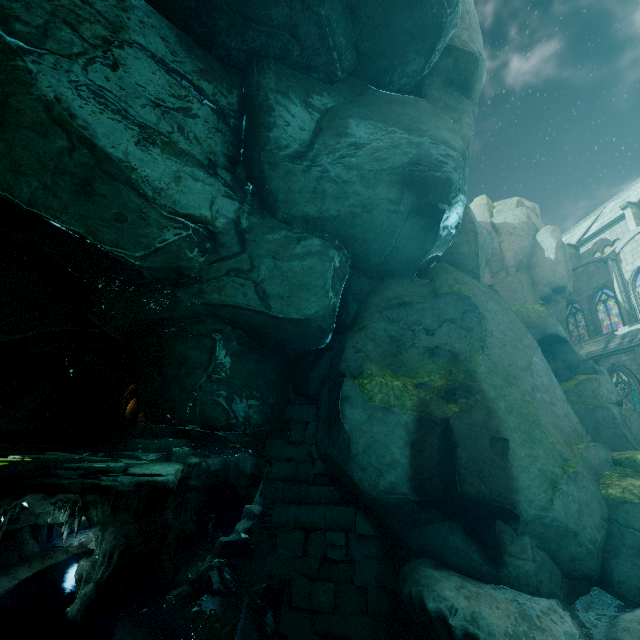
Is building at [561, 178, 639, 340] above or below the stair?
above

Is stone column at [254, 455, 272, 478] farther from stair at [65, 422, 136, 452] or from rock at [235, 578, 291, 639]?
stair at [65, 422, 136, 452]

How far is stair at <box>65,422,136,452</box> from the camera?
24.65m

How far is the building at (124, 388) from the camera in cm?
2920

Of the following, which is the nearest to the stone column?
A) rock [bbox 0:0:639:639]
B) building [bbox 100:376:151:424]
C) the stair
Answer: rock [bbox 0:0:639:639]

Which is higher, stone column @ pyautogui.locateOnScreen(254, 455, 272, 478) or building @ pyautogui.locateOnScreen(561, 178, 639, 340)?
building @ pyautogui.locateOnScreen(561, 178, 639, 340)

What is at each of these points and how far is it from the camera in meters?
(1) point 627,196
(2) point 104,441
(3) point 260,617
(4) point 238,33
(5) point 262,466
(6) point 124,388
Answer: (1) building, 30.3 m
(2) stair, 25.5 m
(3) rock, 7.3 m
(4) rock, 5.5 m
(5) stone column, 28.0 m
(6) building, 30.3 m

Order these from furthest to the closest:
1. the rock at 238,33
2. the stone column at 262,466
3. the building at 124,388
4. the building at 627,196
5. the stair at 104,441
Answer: the building at 124,388 → the stone column at 262,466 → the stair at 104,441 → the building at 627,196 → the rock at 238,33
